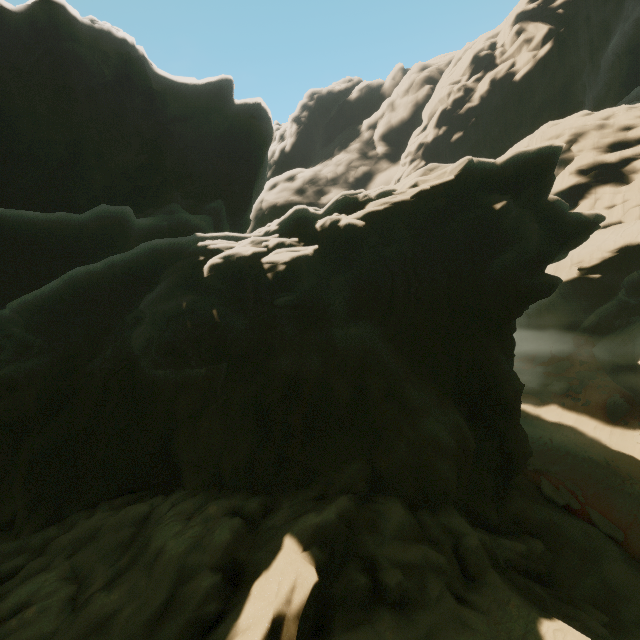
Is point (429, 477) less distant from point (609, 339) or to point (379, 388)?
point (379, 388)

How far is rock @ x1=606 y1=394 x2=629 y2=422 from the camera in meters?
21.9

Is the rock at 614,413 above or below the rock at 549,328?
below

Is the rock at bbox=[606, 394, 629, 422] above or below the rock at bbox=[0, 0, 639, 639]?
below

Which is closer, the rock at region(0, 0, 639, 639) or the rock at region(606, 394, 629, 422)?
the rock at region(0, 0, 639, 639)

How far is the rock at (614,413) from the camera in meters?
21.9
